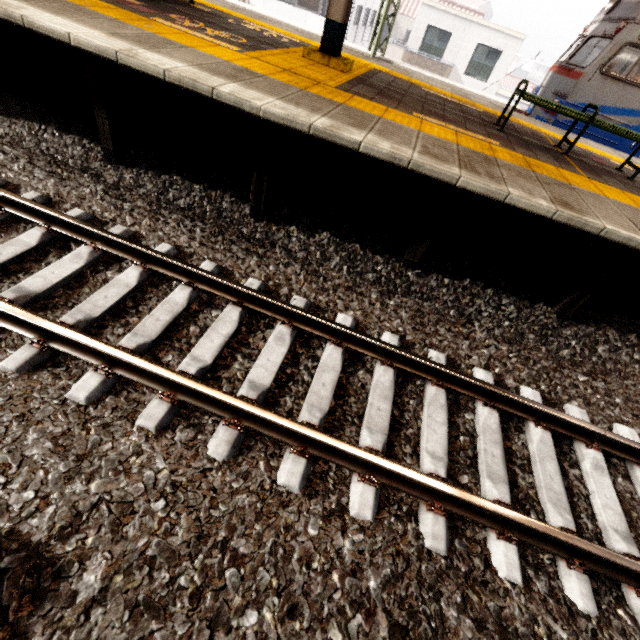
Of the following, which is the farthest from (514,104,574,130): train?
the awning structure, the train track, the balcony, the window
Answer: the window

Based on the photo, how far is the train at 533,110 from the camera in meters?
8.2 m

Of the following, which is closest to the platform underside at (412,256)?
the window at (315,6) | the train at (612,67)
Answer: the train at (612,67)

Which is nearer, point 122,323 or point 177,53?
point 122,323

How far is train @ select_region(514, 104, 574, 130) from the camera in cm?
818

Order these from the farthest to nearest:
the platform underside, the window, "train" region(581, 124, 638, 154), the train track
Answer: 1. the window
2. "train" region(581, 124, 638, 154)
3. the platform underside
4. the train track

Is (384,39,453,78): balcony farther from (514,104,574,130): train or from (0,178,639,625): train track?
(0,178,639,625): train track

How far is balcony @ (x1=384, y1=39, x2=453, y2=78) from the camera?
18.3m
